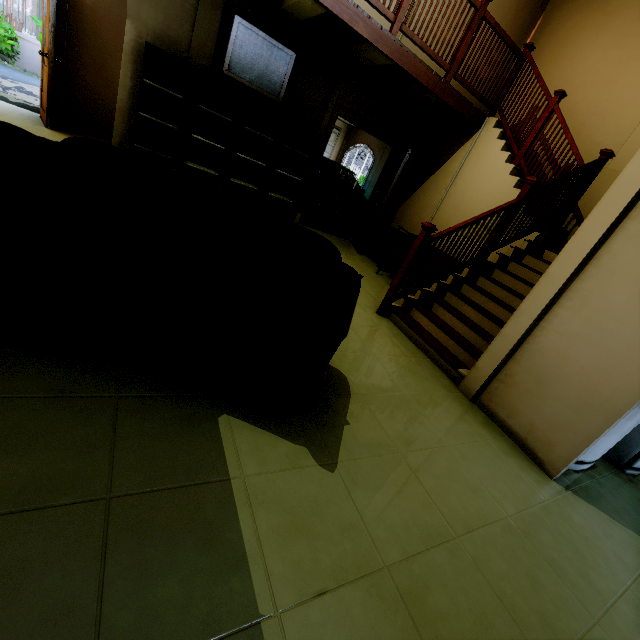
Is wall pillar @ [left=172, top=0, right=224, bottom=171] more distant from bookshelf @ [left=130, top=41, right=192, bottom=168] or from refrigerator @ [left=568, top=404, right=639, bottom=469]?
refrigerator @ [left=568, top=404, right=639, bottom=469]

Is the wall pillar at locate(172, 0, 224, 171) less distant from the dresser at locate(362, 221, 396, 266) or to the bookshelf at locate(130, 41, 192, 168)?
the bookshelf at locate(130, 41, 192, 168)

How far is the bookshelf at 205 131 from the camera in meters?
4.8

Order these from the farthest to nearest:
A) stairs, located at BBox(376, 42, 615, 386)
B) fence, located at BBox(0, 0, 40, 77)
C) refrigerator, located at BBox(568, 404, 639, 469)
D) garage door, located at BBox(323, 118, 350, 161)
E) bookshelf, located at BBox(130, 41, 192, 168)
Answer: fence, located at BBox(0, 0, 40, 77)
garage door, located at BBox(323, 118, 350, 161)
bookshelf, located at BBox(130, 41, 192, 168)
stairs, located at BBox(376, 42, 615, 386)
refrigerator, located at BBox(568, 404, 639, 469)

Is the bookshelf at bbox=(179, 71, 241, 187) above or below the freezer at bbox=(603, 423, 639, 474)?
above

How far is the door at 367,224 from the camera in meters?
6.1

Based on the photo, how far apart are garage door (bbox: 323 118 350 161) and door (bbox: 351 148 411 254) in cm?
585

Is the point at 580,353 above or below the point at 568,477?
above
